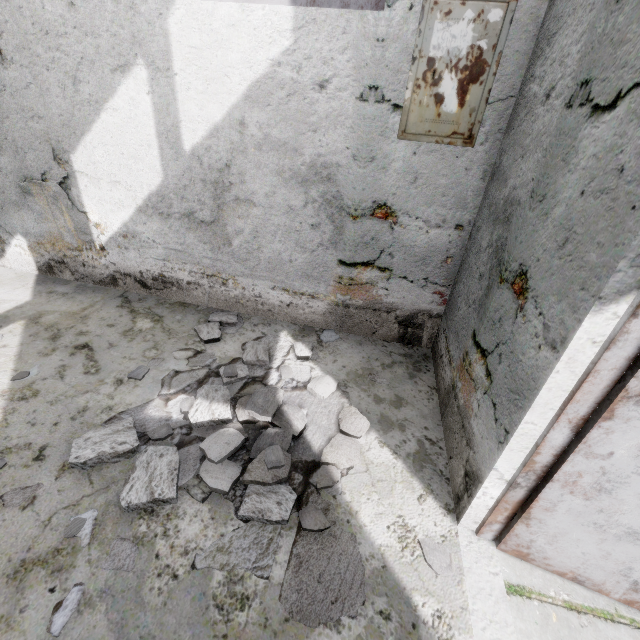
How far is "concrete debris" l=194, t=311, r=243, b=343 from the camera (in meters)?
3.12

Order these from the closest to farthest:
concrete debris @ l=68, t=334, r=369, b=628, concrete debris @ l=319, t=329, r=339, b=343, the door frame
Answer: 1. the door frame
2. concrete debris @ l=68, t=334, r=369, b=628
3. concrete debris @ l=319, t=329, r=339, b=343

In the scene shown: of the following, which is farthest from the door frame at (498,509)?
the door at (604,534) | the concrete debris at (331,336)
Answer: the concrete debris at (331,336)

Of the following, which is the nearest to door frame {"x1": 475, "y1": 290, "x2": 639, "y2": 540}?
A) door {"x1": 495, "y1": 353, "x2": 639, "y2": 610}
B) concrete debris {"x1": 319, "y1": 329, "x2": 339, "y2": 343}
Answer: door {"x1": 495, "y1": 353, "x2": 639, "y2": 610}

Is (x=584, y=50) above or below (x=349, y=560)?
above

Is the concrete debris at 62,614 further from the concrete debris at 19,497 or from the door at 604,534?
the door at 604,534

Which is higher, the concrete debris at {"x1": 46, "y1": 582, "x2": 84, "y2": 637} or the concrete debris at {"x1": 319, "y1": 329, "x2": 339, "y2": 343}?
the concrete debris at {"x1": 319, "y1": 329, "x2": 339, "y2": 343}

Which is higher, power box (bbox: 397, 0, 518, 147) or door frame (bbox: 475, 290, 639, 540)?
power box (bbox: 397, 0, 518, 147)
